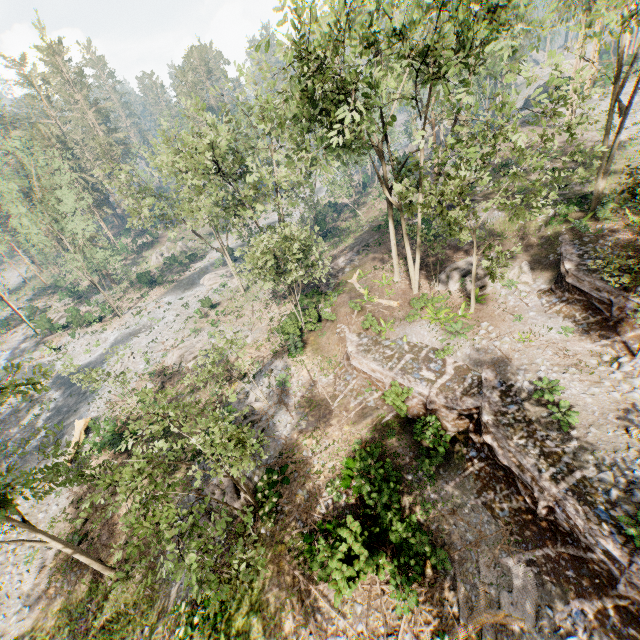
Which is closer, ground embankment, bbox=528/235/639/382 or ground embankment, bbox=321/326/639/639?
ground embankment, bbox=321/326/639/639

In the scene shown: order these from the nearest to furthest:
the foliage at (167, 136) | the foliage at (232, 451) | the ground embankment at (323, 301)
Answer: the foliage at (232, 451) < the foliage at (167, 136) < the ground embankment at (323, 301)

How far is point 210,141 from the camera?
23.6m

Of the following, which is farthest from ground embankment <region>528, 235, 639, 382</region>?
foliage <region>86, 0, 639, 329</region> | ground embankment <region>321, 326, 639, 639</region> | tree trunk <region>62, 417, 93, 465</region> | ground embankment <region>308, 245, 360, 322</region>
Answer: tree trunk <region>62, 417, 93, 465</region>

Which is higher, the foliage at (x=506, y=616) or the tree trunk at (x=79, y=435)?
the foliage at (x=506, y=616)

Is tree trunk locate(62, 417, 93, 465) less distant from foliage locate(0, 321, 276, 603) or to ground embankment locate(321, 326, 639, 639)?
foliage locate(0, 321, 276, 603)

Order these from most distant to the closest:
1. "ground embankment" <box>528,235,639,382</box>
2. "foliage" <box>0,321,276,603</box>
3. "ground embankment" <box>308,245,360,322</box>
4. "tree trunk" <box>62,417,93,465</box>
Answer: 1. "ground embankment" <box>308,245,360,322</box>
2. "tree trunk" <box>62,417,93,465</box>
3. "ground embankment" <box>528,235,639,382</box>
4. "foliage" <box>0,321,276,603</box>

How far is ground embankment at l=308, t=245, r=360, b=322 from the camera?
26.20m
